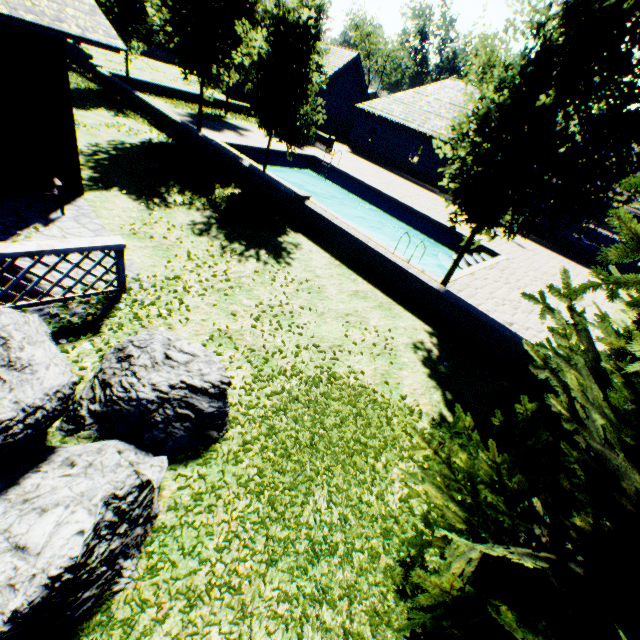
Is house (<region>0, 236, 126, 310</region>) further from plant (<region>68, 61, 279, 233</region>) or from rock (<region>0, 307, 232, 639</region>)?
plant (<region>68, 61, 279, 233</region>)

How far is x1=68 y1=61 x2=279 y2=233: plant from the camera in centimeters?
1034cm

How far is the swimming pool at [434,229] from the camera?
17.8m

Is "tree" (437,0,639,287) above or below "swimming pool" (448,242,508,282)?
above

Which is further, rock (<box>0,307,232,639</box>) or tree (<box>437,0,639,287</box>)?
tree (<box>437,0,639,287</box>)

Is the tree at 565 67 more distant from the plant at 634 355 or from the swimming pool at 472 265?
the plant at 634 355

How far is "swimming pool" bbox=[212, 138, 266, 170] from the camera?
16.3 meters

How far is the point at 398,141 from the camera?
28.41m
